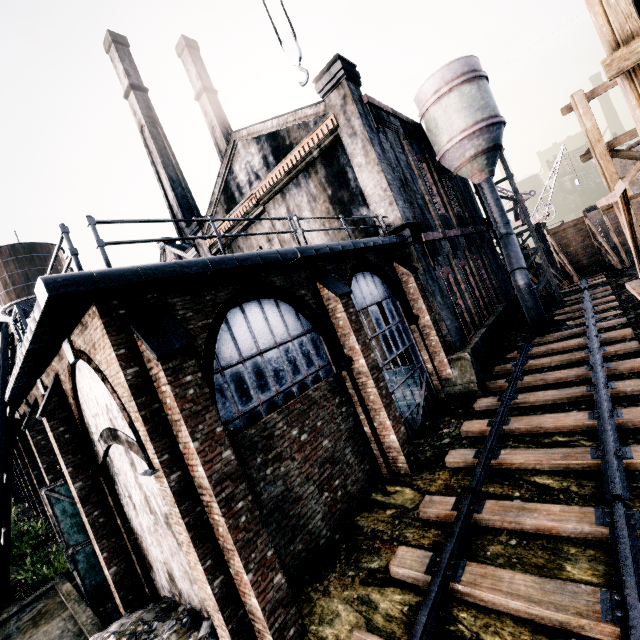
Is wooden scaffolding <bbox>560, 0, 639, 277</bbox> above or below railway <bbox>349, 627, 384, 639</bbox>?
above

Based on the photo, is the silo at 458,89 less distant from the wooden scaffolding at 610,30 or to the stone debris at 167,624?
the wooden scaffolding at 610,30

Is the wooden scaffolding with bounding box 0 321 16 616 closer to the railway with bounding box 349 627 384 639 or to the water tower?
the railway with bounding box 349 627 384 639

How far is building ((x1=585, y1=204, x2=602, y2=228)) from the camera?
50.56m

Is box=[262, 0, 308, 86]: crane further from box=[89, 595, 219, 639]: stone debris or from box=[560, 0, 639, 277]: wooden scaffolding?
box=[89, 595, 219, 639]: stone debris

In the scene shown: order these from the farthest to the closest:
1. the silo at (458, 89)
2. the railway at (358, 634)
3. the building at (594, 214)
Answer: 1. the building at (594, 214)
2. the silo at (458, 89)
3. the railway at (358, 634)

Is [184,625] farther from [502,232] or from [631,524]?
[502,232]

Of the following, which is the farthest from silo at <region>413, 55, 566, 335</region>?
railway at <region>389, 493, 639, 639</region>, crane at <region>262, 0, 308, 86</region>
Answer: crane at <region>262, 0, 308, 86</region>
